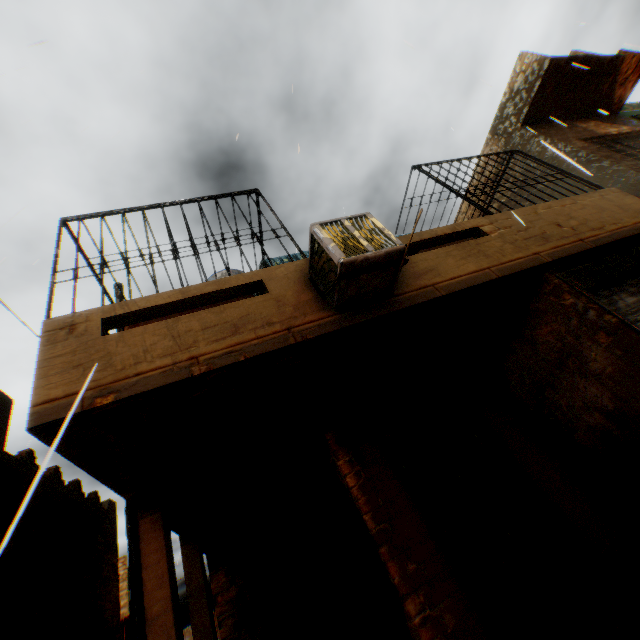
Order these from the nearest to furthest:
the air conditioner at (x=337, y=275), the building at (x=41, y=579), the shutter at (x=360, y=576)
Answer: A: the air conditioner at (x=337, y=275), the shutter at (x=360, y=576), the building at (x=41, y=579)

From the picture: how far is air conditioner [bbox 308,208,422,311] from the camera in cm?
335

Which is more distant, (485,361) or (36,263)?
(36,263)

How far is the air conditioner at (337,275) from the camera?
3.35m

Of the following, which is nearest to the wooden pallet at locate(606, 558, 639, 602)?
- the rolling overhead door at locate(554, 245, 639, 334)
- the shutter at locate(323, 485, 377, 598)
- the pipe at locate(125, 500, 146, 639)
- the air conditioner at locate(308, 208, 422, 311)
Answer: the rolling overhead door at locate(554, 245, 639, 334)

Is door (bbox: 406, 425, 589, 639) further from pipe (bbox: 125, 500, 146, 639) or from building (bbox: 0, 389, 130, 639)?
pipe (bbox: 125, 500, 146, 639)

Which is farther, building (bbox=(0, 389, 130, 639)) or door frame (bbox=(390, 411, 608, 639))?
building (bbox=(0, 389, 130, 639))

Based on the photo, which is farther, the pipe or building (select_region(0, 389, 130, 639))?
building (select_region(0, 389, 130, 639))
